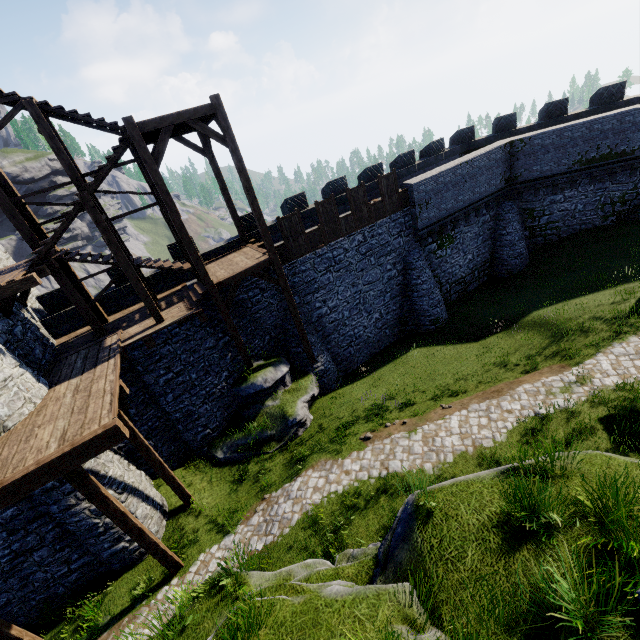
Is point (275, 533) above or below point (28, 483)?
below

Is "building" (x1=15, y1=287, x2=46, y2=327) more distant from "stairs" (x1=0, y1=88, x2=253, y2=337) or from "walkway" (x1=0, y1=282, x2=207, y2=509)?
"stairs" (x1=0, y1=88, x2=253, y2=337)

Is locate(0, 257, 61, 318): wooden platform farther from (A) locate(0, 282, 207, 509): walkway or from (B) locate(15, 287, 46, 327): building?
(A) locate(0, 282, 207, 509): walkway

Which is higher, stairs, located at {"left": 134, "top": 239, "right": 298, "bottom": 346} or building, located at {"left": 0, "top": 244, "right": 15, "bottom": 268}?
building, located at {"left": 0, "top": 244, "right": 15, "bottom": 268}

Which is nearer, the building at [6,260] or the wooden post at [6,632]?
the wooden post at [6,632]

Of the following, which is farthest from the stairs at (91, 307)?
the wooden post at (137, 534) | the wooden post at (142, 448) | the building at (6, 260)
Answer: the wooden post at (137, 534)

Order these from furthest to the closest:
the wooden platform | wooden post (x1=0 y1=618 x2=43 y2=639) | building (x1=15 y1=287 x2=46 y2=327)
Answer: building (x1=15 y1=287 x2=46 y2=327) → the wooden platform → wooden post (x1=0 y1=618 x2=43 y2=639)

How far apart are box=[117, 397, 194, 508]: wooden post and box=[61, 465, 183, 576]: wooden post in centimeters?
181cm
